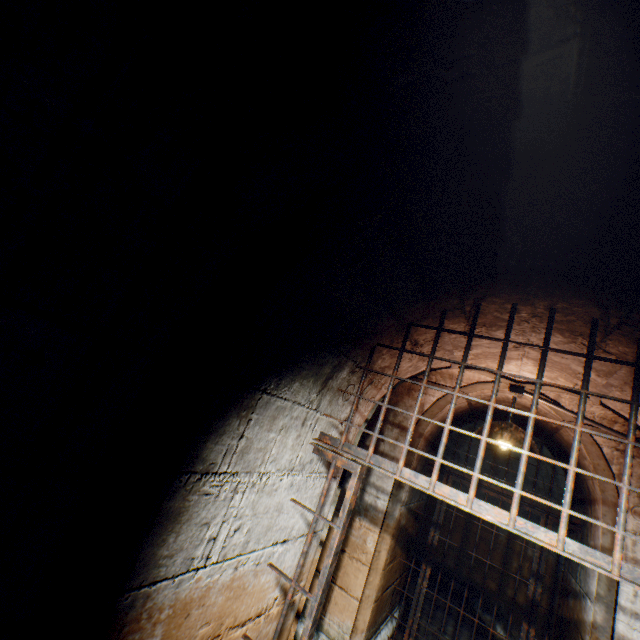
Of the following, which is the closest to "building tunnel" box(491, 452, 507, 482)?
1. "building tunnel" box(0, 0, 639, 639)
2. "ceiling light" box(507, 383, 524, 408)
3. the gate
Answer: "building tunnel" box(0, 0, 639, 639)

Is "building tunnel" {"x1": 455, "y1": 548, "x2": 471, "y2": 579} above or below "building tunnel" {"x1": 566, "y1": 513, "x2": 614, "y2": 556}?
below

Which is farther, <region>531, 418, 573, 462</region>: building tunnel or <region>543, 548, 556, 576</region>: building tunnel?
<region>543, 548, 556, 576</region>: building tunnel

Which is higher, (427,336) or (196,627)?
(427,336)

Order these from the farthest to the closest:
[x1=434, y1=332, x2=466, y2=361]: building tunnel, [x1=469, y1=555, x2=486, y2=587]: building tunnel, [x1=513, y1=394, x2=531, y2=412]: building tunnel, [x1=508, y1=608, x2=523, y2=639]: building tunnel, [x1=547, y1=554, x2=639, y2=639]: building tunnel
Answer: [x1=469, y1=555, x2=486, y2=587]: building tunnel < [x1=508, y1=608, x2=523, y2=639]: building tunnel < [x1=513, y1=394, x2=531, y2=412]: building tunnel < [x1=547, y1=554, x2=639, y2=639]: building tunnel < [x1=434, y1=332, x2=466, y2=361]: building tunnel

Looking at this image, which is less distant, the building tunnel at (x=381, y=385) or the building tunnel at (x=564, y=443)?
the building tunnel at (x=381, y=385)

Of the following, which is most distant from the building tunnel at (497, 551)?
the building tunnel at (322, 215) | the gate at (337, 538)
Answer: the gate at (337, 538)

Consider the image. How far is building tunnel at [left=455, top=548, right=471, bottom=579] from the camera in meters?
6.3 m
